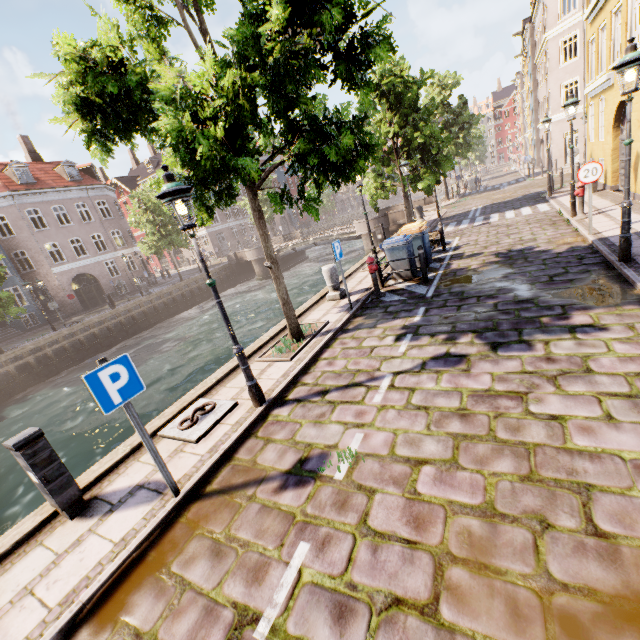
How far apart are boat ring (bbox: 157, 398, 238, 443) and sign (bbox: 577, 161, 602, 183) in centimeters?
1043cm

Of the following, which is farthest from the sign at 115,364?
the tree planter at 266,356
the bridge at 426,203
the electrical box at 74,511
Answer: the bridge at 426,203

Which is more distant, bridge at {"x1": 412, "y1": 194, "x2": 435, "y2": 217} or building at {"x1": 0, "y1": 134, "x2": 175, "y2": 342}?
building at {"x1": 0, "y1": 134, "x2": 175, "y2": 342}

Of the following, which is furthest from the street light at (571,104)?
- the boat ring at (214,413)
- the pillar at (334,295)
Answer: the boat ring at (214,413)

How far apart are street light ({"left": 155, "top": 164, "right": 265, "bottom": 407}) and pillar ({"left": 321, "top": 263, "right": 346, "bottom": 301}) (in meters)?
5.19

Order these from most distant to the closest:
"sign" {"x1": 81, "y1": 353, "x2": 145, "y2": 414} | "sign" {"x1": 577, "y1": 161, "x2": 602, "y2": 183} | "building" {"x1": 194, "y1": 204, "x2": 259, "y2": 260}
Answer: "building" {"x1": 194, "y1": 204, "x2": 259, "y2": 260}, "sign" {"x1": 577, "y1": 161, "x2": 602, "y2": 183}, "sign" {"x1": 81, "y1": 353, "x2": 145, "y2": 414}

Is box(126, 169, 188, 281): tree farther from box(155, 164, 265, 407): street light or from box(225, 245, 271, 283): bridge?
box(225, 245, 271, 283): bridge

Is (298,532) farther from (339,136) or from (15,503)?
(15,503)
